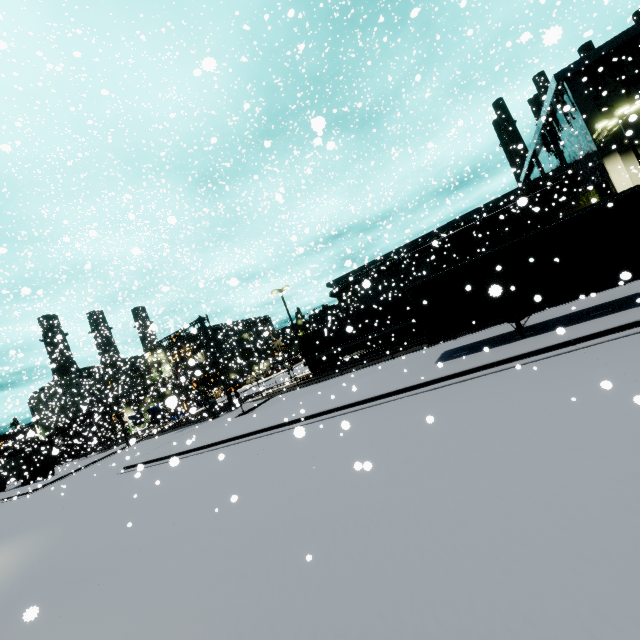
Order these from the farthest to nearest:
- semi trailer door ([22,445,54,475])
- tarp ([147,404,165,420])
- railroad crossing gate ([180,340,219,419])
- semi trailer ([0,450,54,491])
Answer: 1. semi trailer door ([22,445,54,475])
2. semi trailer ([0,450,54,491])
3. tarp ([147,404,165,420])
4. railroad crossing gate ([180,340,219,419])

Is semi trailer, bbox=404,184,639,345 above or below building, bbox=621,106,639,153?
below

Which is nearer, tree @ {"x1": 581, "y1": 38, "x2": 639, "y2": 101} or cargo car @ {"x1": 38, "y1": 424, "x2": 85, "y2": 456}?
tree @ {"x1": 581, "y1": 38, "x2": 639, "y2": 101}

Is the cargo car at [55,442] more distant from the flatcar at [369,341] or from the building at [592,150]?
the flatcar at [369,341]

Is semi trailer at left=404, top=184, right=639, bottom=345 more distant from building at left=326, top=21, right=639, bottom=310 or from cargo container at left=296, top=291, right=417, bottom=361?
cargo container at left=296, top=291, right=417, bottom=361

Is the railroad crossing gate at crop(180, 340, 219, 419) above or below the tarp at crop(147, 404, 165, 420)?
above

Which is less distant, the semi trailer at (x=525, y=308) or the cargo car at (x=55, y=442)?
the semi trailer at (x=525, y=308)

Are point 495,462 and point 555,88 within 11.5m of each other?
no
